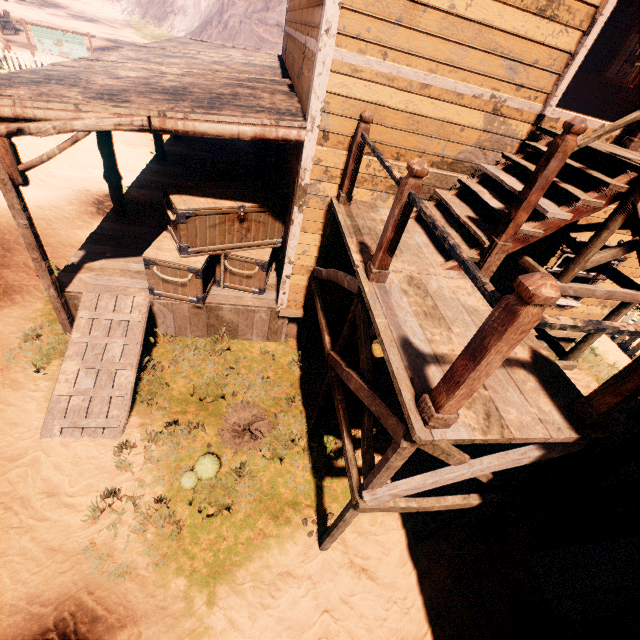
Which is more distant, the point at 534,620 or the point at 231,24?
the point at 231,24

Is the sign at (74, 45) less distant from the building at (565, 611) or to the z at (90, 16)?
the z at (90, 16)

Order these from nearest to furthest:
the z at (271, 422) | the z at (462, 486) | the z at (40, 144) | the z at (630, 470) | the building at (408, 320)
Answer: the building at (408, 320) < the z at (271, 422) < the z at (462, 486) < the z at (630, 470) < the z at (40, 144)

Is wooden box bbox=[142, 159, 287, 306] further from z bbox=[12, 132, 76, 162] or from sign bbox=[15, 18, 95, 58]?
sign bbox=[15, 18, 95, 58]

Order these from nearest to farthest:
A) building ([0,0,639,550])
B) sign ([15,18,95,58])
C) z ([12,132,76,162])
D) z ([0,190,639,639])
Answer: building ([0,0,639,550]) < z ([0,190,639,639]) < z ([12,132,76,162]) < sign ([15,18,95,58])

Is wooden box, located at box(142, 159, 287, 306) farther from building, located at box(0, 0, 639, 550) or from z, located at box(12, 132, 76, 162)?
z, located at box(12, 132, 76, 162)

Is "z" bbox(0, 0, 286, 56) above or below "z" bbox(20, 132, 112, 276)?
above
